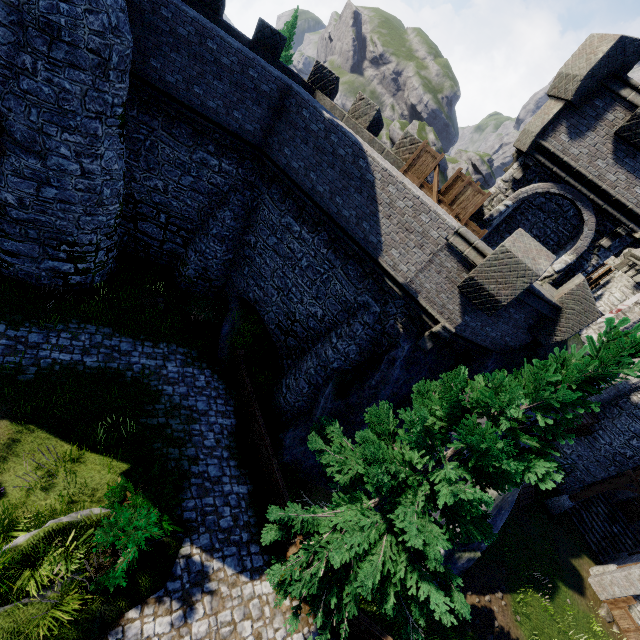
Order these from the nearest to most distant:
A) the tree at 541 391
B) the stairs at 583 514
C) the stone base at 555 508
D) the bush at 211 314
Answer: the tree at 541 391
the bush at 211 314
the stone base at 555 508
the stairs at 583 514

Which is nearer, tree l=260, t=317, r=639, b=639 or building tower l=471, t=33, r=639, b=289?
tree l=260, t=317, r=639, b=639

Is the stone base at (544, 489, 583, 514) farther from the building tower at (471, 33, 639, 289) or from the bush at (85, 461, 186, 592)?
the bush at (85, 461, 186, 592)

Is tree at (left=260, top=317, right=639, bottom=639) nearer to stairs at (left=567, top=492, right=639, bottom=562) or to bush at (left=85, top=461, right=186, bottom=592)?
bush at (left=85, top=461, right=186, bottom=592)

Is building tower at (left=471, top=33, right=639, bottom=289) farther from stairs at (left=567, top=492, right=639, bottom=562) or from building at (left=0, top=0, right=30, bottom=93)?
stairs at (left=567, top=492, right=639, bottom=562)

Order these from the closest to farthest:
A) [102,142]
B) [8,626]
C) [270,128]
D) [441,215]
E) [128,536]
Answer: [8,626]
[128,536]
[441,215]
[102,142]
[270,128]

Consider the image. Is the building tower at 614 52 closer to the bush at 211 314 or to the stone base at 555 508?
the bush at 211 314

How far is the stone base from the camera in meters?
20.8
